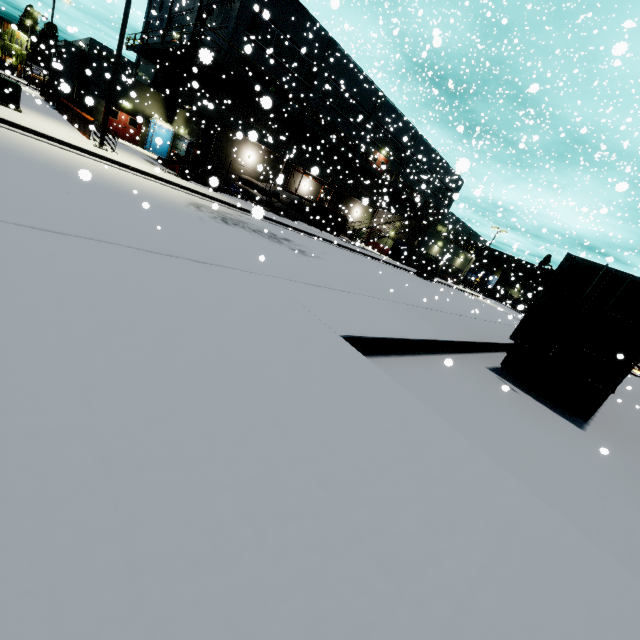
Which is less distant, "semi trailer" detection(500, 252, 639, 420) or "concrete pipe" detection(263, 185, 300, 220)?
"semi trailer" detection(500, 252, 639, 420)

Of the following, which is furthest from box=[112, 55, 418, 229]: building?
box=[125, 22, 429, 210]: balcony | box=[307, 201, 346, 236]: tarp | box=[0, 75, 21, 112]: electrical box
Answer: box=[0, 75, 21, 112]: electrical box

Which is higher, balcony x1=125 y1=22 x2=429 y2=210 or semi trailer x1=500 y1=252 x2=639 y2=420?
balcony x1=125 y1=22 x2=429 y2=210

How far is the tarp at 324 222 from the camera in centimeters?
2534cm

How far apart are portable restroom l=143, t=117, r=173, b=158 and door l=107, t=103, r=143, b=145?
0.8m

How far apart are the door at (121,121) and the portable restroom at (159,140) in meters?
0.8 m

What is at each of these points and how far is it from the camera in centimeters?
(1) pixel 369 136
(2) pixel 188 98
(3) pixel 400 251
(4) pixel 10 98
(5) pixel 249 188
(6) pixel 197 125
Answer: (1) building, 2967cm
(2) vent duct, 2467cm
(3) tarp, 3628cm
(4) electrical box, 1420cm
(5) concrete pipe, 2727cm
(6) building, 2653cm

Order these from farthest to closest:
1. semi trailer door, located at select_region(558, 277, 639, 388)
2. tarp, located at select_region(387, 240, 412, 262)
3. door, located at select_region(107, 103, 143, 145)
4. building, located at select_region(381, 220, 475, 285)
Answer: building, located at select_region(381, 220, 475, 285), tarp, located at select_region(387, 240, 412, 262), door, located at select_region(107, 103, 143, 145), semi trailer door, located at select_region(558, 277, 639, 388)
